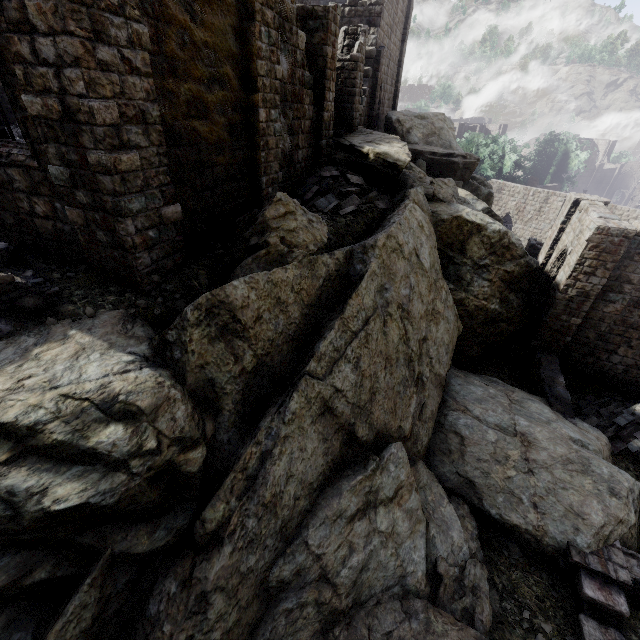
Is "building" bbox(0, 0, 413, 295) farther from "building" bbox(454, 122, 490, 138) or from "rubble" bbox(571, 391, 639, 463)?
"rubble" bbox(571, 391, 639, 463)

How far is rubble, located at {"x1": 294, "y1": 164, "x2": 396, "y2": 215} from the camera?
11.7 meters

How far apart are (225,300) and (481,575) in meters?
8.6

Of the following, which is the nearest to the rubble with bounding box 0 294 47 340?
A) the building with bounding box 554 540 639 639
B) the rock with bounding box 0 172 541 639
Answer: the rock with bounding box 0 172 541 639

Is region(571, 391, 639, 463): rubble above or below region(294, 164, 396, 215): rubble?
below

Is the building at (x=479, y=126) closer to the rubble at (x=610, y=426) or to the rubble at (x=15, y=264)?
the rubble at (x=610, y=426)

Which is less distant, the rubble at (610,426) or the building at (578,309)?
the rubble at (610,426)

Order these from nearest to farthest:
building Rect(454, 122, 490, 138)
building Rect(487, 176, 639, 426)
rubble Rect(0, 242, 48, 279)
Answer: rubble Rect(0, 242, 48, 279), building Rect(487, 176, 639, 426), building Rect(454, 122, 490, 138)
